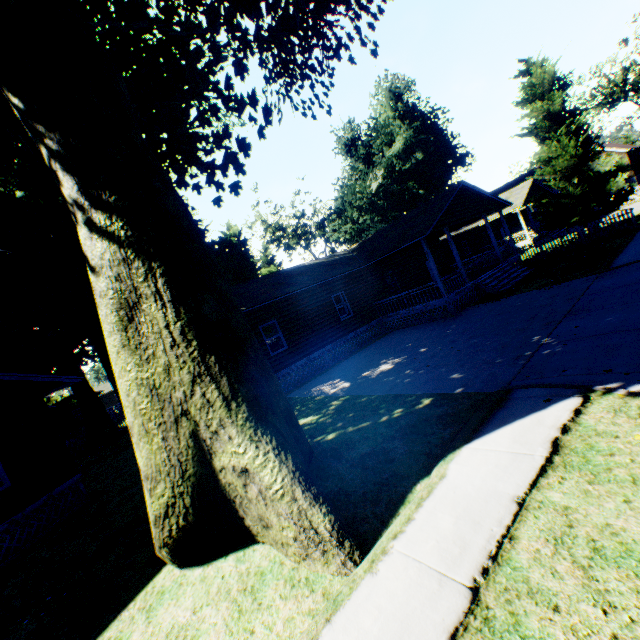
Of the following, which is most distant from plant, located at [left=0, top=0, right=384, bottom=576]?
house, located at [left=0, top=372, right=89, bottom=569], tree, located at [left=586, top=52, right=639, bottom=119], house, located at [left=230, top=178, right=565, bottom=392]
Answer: tree, located at [left=586, top=52, right=639, bottom=119]

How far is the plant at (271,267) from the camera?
49.16m

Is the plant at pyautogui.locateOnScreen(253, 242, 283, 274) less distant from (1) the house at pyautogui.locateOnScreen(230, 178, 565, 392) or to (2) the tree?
(1) the house at pyautogui.locateOnScreen(230, 178, 565, 392)

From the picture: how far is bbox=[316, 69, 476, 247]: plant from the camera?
41.8 meters

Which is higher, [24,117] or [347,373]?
[24,117]

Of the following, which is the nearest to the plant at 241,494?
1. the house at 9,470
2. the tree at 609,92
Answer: the house at 9,470
